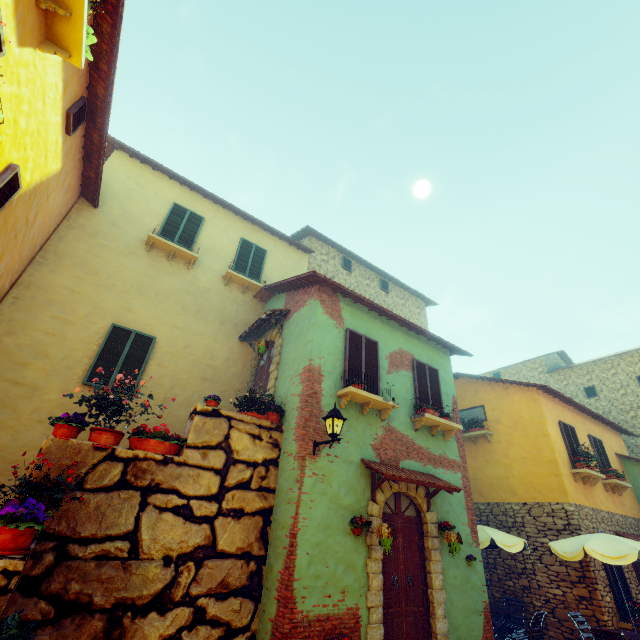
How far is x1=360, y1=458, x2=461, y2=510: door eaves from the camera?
6.5m

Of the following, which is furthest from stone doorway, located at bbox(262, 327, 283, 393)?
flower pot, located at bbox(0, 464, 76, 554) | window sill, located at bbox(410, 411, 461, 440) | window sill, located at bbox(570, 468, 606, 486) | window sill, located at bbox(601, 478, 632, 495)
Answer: window sill, located at bbox(601, 478, 632, 495)

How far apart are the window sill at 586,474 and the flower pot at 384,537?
8.50m

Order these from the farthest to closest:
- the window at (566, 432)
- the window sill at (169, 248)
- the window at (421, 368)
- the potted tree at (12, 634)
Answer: the window at (566, 432), the window sill at (169, 248), the window at (421, 368), the potted tree at (12, 634)

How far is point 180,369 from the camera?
8.96m

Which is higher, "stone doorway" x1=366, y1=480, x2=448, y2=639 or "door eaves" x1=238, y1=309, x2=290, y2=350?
"door eaves" x1=238, y1=309, x2=290, y2=350

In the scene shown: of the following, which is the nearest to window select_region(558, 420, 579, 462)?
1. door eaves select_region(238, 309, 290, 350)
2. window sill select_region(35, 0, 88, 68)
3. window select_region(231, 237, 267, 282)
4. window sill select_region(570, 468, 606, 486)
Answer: window sill select_region(570, 468, 606, 486)

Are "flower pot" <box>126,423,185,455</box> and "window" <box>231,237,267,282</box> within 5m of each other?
no
